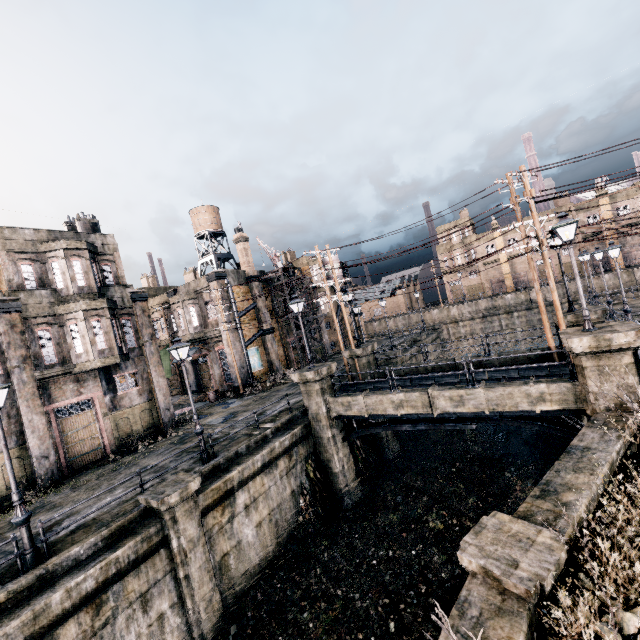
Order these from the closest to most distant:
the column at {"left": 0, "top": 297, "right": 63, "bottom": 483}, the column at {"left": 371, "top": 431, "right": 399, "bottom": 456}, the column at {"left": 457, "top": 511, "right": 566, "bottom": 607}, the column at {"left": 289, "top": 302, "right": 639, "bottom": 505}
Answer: the column at {"left": 457, "top": 511, "right": 566, "bottom": 607}, the column at {"left": 289, "top": 302, "right": 639, "bottom": 505}, the column at {"left": 0, "top": 297, "right": 63, "bottom": 483}, the column at {"left": 371, "top": 431, "right": 399, "bottom": 456}

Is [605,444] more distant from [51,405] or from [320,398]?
[51,405]

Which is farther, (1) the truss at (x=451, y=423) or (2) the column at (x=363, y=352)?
(2) the column at (x=363, y=352)

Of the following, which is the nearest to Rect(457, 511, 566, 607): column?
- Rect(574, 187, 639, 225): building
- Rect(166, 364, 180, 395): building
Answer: Rect(166, 364, 180, 395): building

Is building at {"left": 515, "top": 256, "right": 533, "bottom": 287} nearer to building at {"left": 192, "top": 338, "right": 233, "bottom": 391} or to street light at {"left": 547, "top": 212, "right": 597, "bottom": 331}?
building at {"left": 192, "top": 338, "right": 233, "bottom": 391}

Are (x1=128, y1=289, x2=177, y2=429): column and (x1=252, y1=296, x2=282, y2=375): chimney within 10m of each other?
no

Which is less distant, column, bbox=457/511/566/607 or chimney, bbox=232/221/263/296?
column, bbox=457/511/566/607

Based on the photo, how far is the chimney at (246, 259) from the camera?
34.56m
